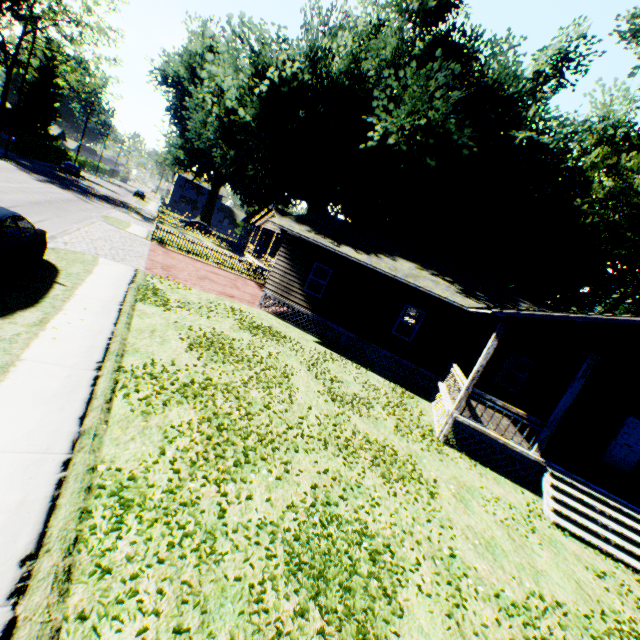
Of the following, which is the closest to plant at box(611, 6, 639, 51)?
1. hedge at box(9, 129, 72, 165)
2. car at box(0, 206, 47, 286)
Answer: hedge at box(9, 129, 72, 165)

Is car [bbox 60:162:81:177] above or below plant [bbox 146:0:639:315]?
below

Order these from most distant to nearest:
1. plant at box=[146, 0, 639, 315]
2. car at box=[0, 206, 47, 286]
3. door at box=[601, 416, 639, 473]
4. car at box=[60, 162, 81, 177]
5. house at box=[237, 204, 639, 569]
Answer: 1. car at box=[60, 162, 81, 177]
2. plant at box=[146, 0, 639, 315]
3. door at box=[601, 416, 639, 473]
4. house at box=[237, 204, 639, 569]
5. car at box=[0, 206, 47, 286]

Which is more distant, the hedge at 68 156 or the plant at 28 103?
the plant at 28 103

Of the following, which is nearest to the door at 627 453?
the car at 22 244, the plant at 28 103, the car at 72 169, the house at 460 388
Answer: the house at 460 388

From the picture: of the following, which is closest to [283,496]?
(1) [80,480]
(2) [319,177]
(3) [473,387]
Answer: (1) [80,480]

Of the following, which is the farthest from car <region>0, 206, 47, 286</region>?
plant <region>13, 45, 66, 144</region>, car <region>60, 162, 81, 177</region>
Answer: plant <region>13, 45, 66, 144</region>

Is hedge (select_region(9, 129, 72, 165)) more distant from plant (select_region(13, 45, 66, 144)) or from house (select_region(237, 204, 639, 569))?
house (select_region(237, 204, 639, 569))
